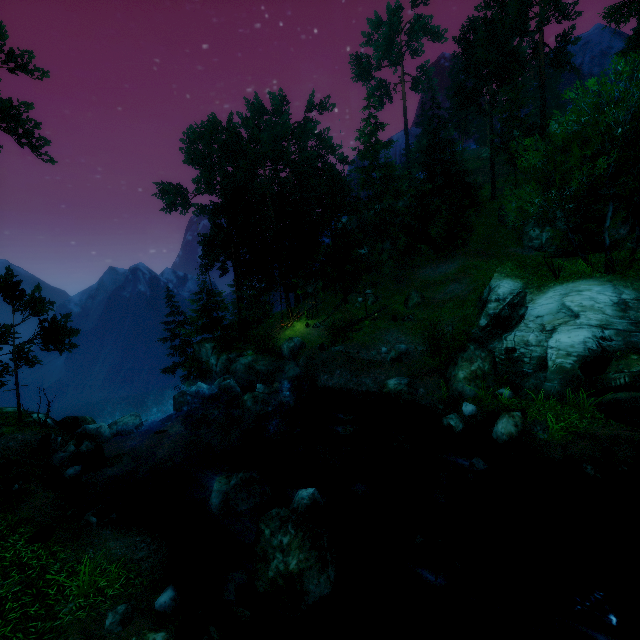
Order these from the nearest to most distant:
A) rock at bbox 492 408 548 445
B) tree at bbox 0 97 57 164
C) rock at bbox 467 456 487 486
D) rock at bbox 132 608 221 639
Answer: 1. rock at bbox 132 608 221 639
2. rock at bbox 467 456 487 486
3. rock at bbox 492 408 548 445
4. tree at bbox 0 97 57 164

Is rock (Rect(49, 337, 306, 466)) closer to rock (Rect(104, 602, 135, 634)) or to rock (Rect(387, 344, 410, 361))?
rock (Rect(387, 344, 410, 361))

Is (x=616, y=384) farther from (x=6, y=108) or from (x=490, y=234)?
(x=6, y=108)

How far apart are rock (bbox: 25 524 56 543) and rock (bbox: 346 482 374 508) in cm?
929

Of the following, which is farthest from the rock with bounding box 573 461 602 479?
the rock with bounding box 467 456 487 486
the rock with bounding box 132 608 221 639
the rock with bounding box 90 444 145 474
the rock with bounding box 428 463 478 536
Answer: Answer: the rock with bounding box 90 444 145 474

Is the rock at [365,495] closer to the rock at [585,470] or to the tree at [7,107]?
the rock at [585,470]

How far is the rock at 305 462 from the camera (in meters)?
14.66

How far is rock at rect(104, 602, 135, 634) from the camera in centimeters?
622cm
